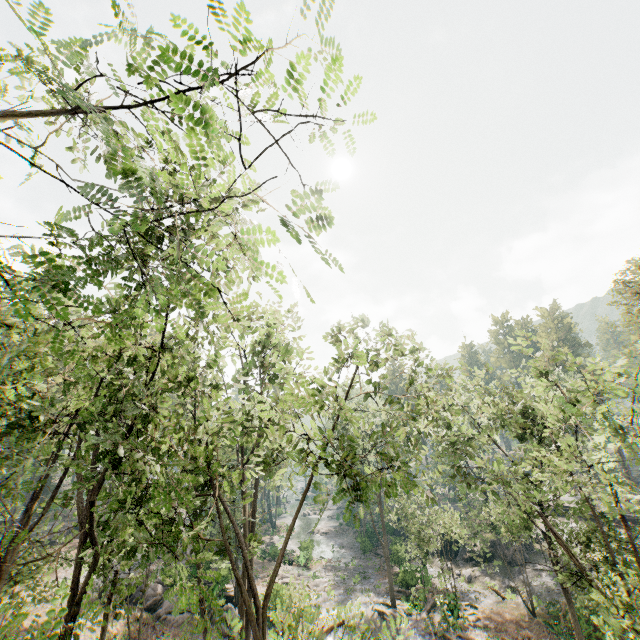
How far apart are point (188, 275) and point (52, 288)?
5.0m

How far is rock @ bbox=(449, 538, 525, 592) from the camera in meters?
32.8 m

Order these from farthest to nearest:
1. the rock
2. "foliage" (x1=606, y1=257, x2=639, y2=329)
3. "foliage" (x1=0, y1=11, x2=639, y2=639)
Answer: the rock → "foliage" (x1=606, y1=257, x2=639, y2=329) → "foliage" (x1=0, y1=11, x2=639, y2=639)

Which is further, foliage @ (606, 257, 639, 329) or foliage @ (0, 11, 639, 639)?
foliage @ (606, 257, 639, 329)

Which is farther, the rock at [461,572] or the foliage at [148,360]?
the rock at [461,572]

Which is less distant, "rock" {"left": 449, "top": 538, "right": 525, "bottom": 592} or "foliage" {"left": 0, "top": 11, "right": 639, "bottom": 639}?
"foliage" {"left": 0, "top": 11, "right": 639, "bottom": 639}
